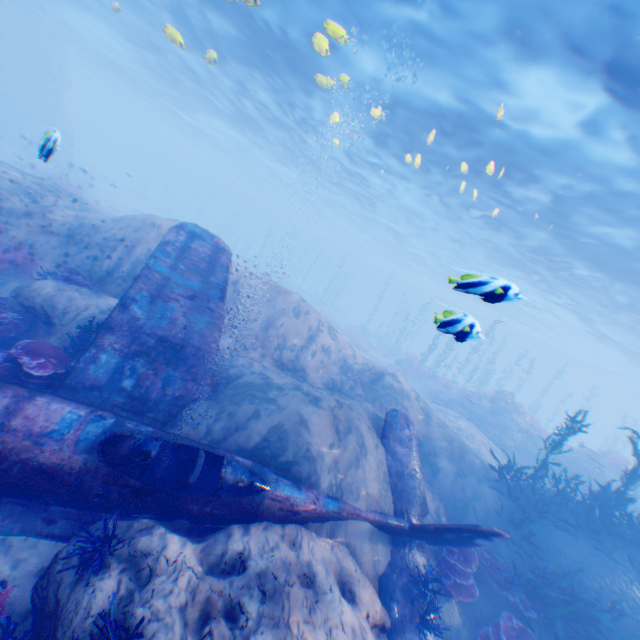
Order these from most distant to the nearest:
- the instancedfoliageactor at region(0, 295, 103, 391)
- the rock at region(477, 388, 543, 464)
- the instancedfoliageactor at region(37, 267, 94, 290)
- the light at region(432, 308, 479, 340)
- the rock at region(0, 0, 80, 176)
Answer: the rock at region(0, 0, 80, 176) → the rock at region(477, 388, 543, 464) → the instancedfoliageactor at region(37, 267, 94, 290) → the instancedfoliageactor at region(0, 295, 103, 391) → the light at region(432, 308, 479, 340)

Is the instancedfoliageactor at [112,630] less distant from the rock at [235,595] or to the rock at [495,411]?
the rock at [235,595]

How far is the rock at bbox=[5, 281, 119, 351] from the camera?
7.4 meters

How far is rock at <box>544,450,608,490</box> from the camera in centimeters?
1677cm

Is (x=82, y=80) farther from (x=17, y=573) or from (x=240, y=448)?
(x=17, y=573)

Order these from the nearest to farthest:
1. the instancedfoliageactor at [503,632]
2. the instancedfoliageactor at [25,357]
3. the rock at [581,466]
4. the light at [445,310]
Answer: the light at [445,310], the instancedfoliageactor at [25,357], the instancedfoliageactor at [503,632], the rock at [581,466]

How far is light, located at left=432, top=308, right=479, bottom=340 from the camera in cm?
425

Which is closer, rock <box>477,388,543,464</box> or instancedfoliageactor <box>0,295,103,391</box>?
instancedfoliageactor <box>0,295,103,391</box>
